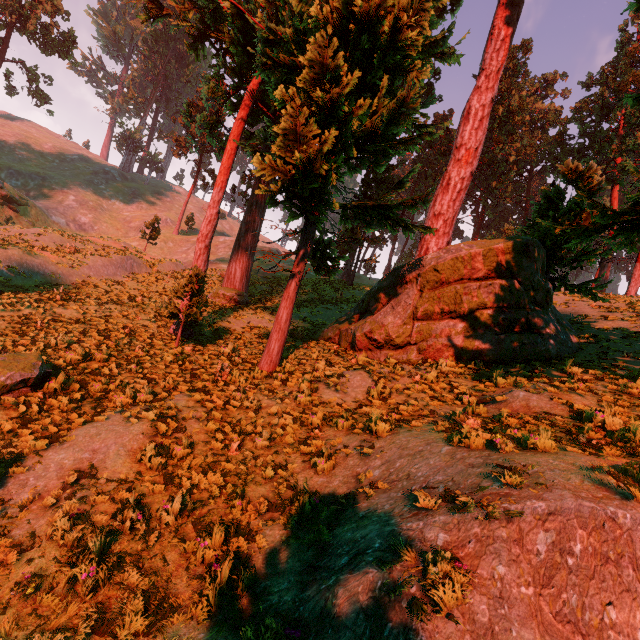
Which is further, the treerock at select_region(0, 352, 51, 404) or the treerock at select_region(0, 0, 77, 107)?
the treerock at select_region(0, 0, 77, 107)

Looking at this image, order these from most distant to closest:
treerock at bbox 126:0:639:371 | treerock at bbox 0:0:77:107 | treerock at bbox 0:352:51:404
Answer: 1. treerock at bbox 0:0:77:107
2. treerock at bbox 126:0:639:371
3. treerock at bbox 0:352:51:404

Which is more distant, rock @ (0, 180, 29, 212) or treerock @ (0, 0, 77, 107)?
treerock @ (0, 0, 77, 107)

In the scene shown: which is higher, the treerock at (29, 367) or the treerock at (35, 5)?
the treerock at (35, 5)

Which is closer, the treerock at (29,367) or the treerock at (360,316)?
the treerock at (29,367)

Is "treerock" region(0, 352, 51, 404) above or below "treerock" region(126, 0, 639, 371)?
below

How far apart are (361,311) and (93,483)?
13.0 meters
